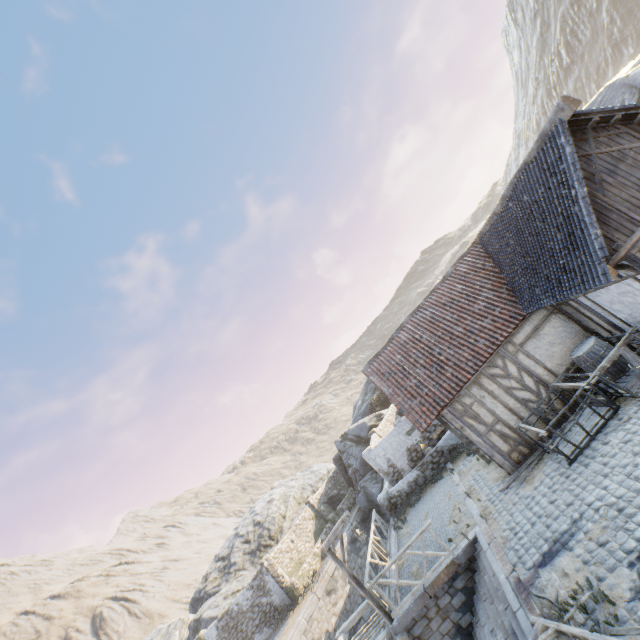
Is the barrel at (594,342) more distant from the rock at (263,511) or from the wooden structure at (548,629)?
the rock at (263,511)

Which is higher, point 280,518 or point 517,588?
point 280,518

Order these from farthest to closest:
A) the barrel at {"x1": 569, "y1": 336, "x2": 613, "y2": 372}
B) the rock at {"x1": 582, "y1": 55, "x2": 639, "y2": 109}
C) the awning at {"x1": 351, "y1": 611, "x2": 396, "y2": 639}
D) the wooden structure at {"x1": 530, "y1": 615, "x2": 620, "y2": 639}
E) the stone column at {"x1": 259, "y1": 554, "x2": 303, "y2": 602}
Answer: the stone column at {"x1": 259, "y1": 554, "x2": 303, "y2": 602} → the rock at {"x1": 582, "y1": 55, "x2": 639, "y2": 109} → the awning at {"x1": 351, "y1": 611, "x2": 396, "y2": 639} → the barrel at {"x1": 569, "y1": 336, "x2": 613, "y2": 372} → the wooden structure at {"x1": 530, "y1": 615, "x2": 620, "y2": 639}

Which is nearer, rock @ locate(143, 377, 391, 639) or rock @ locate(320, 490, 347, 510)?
rock @ locate(143, 377, 391, 639)

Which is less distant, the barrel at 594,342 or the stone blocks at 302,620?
the barrel at 594,342

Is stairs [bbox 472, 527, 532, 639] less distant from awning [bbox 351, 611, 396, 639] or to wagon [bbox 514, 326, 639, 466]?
awning [bbox 351, 611, 396, 639]

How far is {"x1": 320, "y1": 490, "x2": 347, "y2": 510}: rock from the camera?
27.5m

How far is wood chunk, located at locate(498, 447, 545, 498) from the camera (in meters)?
9.76
